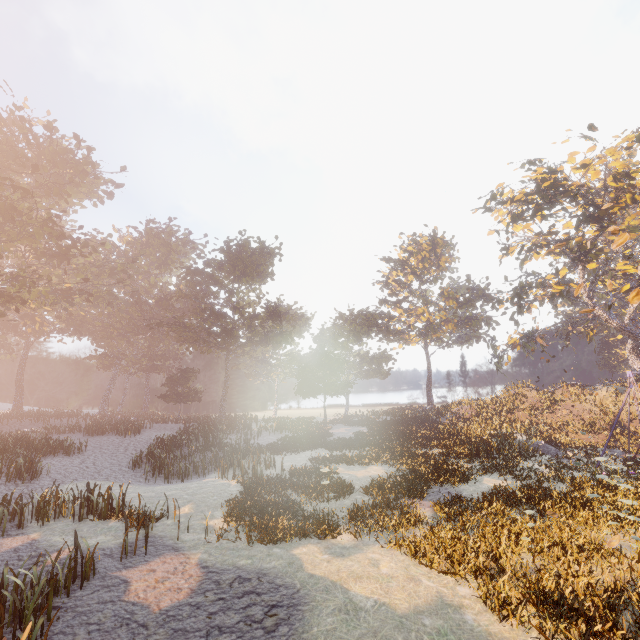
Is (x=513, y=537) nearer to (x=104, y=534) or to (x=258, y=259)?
(x=104, y=534)

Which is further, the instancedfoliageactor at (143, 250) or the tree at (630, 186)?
the tree at (630, 186)

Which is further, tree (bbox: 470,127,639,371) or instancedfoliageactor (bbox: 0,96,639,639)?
tree (bbox: 470,127,639,371)
